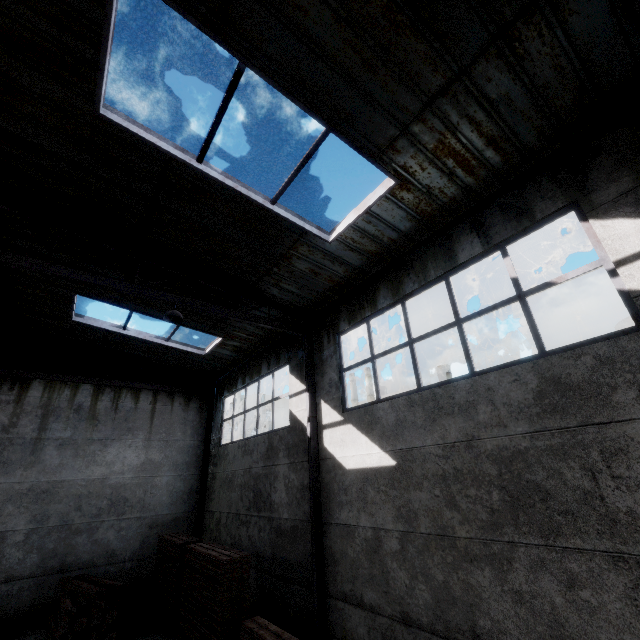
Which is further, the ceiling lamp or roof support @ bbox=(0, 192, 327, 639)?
the ceiling lamp

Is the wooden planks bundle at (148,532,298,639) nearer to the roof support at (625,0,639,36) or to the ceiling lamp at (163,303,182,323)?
the ceiling lamp at (163,303,182,323)

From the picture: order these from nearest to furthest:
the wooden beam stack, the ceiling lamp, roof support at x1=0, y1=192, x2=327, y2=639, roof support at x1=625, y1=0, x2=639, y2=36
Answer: roof support at x1=625, y1=0, x2=639, y2=36 < roof support at x1=0, y1=192, x2=327, y2=639 < the ceiling lamp < the wooden beam stack

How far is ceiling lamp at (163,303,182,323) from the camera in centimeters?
709cm

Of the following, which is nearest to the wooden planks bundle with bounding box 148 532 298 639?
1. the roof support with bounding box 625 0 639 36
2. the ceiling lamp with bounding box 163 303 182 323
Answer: the ceiling lamp with bounding box 163 303 182 323

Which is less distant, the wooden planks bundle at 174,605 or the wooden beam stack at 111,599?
the wooden planks bundle at 174,605

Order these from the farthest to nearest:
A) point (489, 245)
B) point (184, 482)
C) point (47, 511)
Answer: point (184, 482) → point (47, 511) → point (489, 245)

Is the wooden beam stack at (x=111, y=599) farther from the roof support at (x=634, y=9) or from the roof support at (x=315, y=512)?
the roof support at (x=634, y=9)
